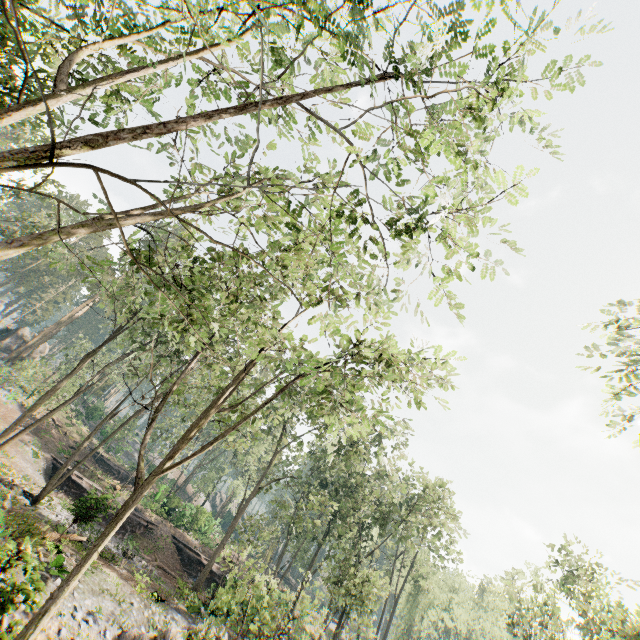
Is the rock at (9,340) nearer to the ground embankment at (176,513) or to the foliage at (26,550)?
the foliage at (26,550)

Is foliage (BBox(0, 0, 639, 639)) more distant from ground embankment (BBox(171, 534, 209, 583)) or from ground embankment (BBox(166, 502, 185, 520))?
ground embankment (BBox(166, 502, 185, 520))

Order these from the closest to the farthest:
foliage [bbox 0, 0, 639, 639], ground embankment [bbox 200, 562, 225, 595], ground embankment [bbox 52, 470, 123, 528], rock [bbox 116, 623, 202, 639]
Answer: foliage [bbox 0, 0, 639, 639] < rock [bbox 116, 623, 202, 639] < ground embankment [bbox 52, 470, 123, 528] < ground embankment [bbox 200, 562, 225, 595]

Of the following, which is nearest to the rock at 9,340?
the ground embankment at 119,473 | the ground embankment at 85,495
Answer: the ground embankment at 119,473

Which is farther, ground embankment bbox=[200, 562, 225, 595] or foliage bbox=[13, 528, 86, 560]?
ground embankment bbox=[200, 562, 225, 595]

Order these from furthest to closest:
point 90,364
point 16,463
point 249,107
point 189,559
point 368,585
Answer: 1. point 90,364
2. point 189,559
3. point 16,463
4. point 368,585
5. point 249,107
